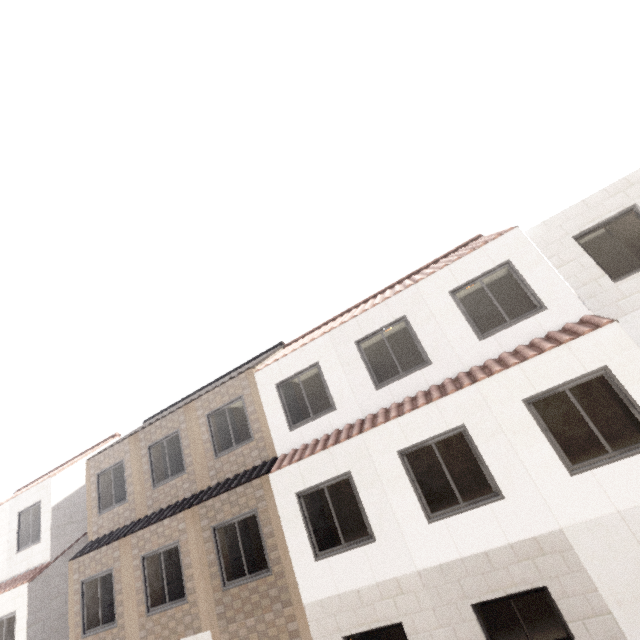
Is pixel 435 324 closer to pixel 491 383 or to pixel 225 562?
pixel 491 383
